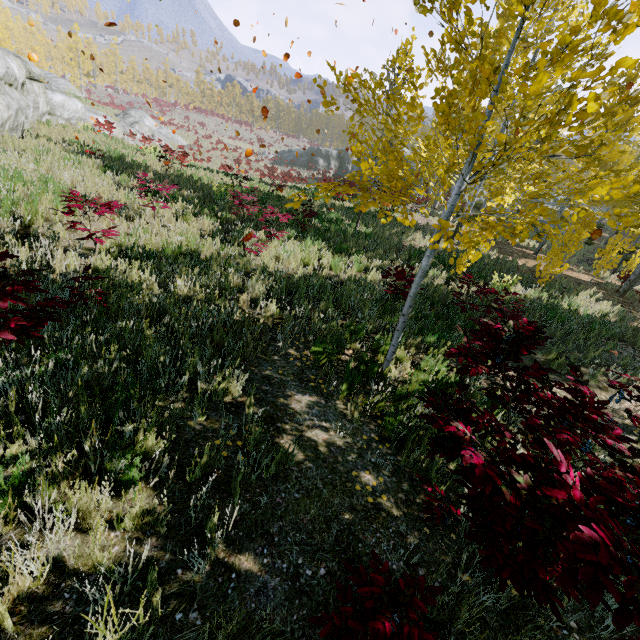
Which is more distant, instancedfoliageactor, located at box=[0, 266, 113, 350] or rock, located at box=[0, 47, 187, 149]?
rock, located at box=[0, 47, 187, 149]

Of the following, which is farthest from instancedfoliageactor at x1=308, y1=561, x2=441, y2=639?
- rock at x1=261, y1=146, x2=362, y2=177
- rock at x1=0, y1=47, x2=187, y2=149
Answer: rock at x1=0, y1=47, x2=187, y2=149

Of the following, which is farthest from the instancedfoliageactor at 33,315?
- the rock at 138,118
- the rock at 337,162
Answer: the rock at 138,118

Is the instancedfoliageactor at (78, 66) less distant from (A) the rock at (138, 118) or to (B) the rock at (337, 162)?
(B) the rock at (337, 162)

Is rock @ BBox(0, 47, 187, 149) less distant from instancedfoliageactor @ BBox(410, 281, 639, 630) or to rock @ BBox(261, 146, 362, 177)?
instancedfoliageactor @ BBox(410, 281, 639, 630)

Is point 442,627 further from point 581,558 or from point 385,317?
point 385,317

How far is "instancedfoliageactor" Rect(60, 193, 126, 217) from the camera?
5.11m
